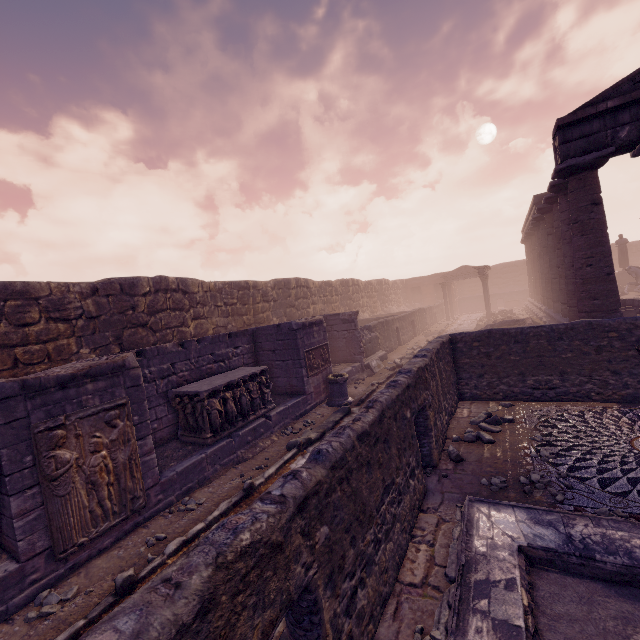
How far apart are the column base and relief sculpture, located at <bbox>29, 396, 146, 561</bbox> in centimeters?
587cm

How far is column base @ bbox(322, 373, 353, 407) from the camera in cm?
1033

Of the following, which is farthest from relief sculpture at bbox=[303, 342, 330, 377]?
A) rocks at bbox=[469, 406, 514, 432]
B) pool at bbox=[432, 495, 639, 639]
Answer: pool at bbox=[432, 495, 639, 639]

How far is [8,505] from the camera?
4.1m

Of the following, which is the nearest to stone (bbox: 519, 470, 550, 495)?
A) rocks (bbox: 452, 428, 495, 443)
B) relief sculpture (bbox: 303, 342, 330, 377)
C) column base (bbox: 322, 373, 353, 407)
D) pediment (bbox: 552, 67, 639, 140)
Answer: rocks (bbox: 452, 428, 495, 443)

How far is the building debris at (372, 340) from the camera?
14.3m

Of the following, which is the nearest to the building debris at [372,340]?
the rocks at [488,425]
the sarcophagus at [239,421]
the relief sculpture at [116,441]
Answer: the sarcophagus at [239,421]

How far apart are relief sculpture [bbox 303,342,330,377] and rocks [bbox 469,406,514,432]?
4.7 meters
